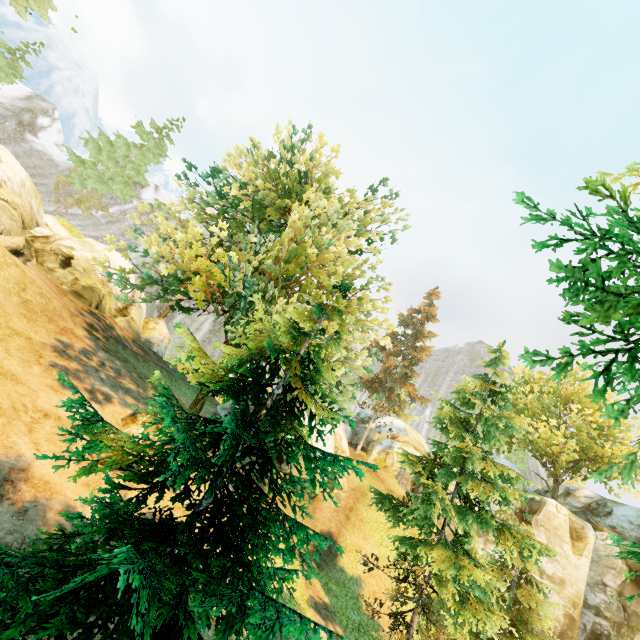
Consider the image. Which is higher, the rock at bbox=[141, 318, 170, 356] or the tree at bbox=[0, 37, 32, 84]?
the tree at bbox=[0, 37, 32, 84]

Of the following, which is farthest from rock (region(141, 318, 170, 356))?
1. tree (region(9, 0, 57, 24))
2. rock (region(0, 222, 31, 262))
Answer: rock (region(0, 222, 31, 262))

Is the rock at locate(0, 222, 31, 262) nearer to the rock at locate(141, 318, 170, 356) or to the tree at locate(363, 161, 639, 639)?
the tree at locate(363, 161, 639, 639)

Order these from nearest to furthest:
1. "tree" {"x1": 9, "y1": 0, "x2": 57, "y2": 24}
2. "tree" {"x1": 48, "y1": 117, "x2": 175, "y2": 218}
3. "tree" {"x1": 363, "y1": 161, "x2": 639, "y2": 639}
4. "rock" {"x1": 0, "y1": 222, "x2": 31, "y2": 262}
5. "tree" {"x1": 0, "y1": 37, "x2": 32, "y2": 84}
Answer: "tree" {"x1": 363, "y1": 161, "x2": 639, "y2": 639}
"rock" {"x1": 0, "y1": 222, "x2": 31, "y2": 262}
"tree" {"x1": 0, "y1": 37, "x2": 32, "y2": 84}
"tree" {"x1": 48, "y1": 117, "x2": 175, "y2": 218}
"tree" {"x1": 9, "y1": 0, "x2": 57, "y2": 24}

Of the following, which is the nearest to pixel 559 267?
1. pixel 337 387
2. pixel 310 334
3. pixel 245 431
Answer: pixel 310 334

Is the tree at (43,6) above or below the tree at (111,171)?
above

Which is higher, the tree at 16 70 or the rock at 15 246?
the tree at 16 70
